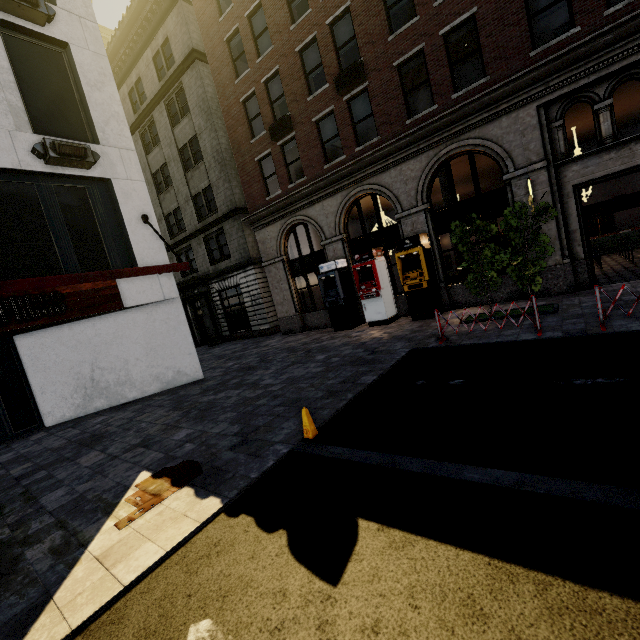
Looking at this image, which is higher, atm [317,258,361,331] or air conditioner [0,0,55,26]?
air conditioner [0,0,55,26]

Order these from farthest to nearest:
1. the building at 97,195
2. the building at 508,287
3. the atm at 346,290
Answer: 1. the atm at 346,290
2. the building at 508,287
3. the building at 97,195

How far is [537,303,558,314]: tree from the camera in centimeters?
867cm

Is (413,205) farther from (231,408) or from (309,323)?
(231,408)

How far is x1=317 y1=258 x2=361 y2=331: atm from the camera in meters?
14.4

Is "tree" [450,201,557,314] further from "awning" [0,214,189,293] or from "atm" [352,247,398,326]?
"awning" [0,214,189,293]

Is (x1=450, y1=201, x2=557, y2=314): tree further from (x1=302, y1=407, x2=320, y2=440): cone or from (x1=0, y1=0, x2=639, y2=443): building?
(x1=302, y1=407, x2=320, y2=440): cone

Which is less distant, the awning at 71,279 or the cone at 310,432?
the cone at 310,432
